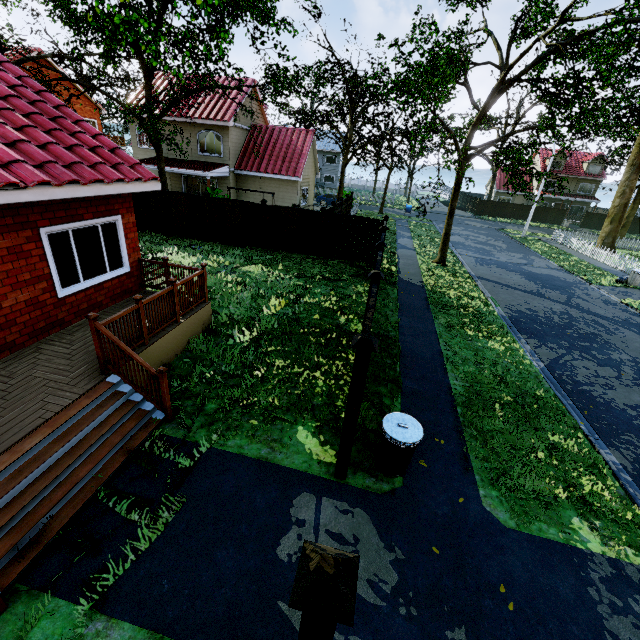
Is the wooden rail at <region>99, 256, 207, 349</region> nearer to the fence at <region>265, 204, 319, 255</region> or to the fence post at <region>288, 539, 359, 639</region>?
the fence at <region>265, 204, 319, 255</region>

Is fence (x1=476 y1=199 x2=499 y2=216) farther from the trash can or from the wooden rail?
the wooden rail

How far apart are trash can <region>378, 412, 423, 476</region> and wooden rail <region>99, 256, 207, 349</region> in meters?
4.9 m

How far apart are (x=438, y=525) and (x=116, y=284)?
8.6m

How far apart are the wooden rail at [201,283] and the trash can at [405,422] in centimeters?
490cm

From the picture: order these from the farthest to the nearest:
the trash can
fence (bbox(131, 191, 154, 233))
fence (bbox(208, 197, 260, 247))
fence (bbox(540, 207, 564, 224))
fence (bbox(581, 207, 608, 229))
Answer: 1. fence (bbox(540, 207, 564, 224))
2. fence (bbox(581, 207, 608, 229))
3. fence (bbox(131, 191, 154, 233))
4. fence (bbox(208, 197, 260, 247))
5. the trash can

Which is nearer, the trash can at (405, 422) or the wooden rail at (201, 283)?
the trash can at (405, 422)

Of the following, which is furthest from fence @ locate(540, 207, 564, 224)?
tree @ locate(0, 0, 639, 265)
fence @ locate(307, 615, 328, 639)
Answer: tree @ locate(0, 0, 639, 265)
